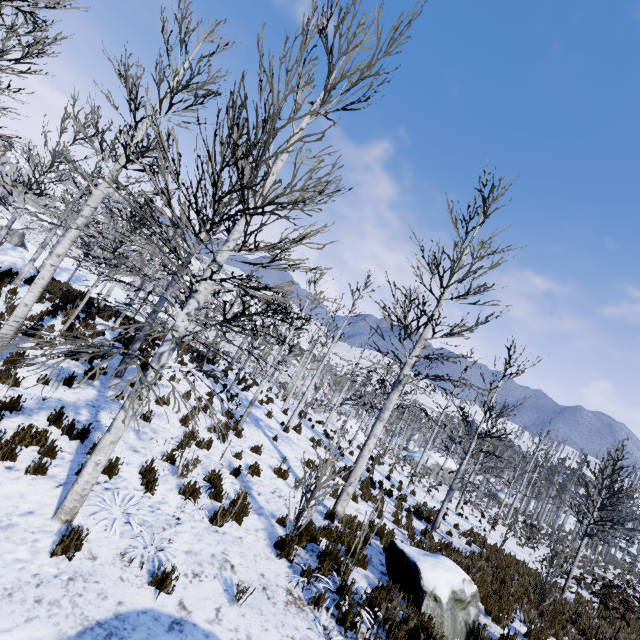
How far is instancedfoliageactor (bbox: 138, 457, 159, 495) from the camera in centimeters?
581cm

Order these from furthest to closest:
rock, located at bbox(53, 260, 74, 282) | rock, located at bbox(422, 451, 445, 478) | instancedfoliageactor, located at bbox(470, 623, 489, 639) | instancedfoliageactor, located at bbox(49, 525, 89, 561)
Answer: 1. rock, located at bbox(422, 451, 445, 478)
2. rock, located at bbox(53, 260, 74, 282)
3. instancedfoliageactor, located at bbox(470, 623, 489, 639)
4. instancedfoliageactor, located at bbox(49, 525, 89, 561)

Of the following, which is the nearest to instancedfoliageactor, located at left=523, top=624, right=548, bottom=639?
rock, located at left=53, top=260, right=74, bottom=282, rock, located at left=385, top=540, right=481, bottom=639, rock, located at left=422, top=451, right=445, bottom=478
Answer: rock, located at left=385, top=540, right=481, bottom=639

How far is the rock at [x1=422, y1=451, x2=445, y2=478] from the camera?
43.2m

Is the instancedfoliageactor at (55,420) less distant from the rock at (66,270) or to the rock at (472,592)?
the rock at (472,592)

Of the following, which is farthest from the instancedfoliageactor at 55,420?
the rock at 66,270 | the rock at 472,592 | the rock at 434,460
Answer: Result: the rock at 434,460

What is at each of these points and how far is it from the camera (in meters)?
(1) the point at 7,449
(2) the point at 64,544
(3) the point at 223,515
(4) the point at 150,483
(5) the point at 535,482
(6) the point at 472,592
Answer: (1) instancedfoliageactor, 4.94
(2) instancedfoliageactor, 3.91
(3) instancedfoliageactor, 6.02
(4) instancedfoliageactor, 5.88
(5) instancedfoliageactor, 51.91
(6) rock, 5.92
